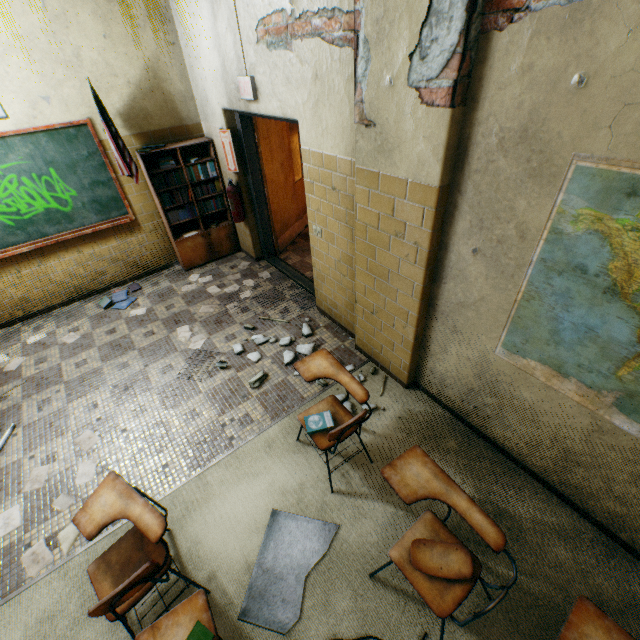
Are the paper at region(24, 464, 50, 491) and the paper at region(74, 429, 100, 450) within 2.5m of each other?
yes

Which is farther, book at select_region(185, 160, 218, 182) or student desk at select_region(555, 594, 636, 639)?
book at select_region(185, 160, 218, 182)

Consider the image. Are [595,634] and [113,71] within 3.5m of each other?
no

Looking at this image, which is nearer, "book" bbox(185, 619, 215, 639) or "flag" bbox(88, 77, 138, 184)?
"book" bbox(185, 619, 215, 639)

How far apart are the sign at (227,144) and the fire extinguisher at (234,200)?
0.13m

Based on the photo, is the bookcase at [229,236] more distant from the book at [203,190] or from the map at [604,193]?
the map at [604,193]

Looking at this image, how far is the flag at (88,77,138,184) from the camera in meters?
3.6

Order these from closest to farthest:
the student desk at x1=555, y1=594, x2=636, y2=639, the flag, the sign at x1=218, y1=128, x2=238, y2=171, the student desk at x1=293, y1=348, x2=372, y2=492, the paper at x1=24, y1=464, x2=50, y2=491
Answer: the student desk at x1=555, y1=594, x2=636, y2=639
the student desk at x1=293, y1=348, x2=372, y2=492
the paper at x1=24, y1=464, x2=50, y2=491
the flag
the sign at x1=218, y1=128, x2=238, y2=171
